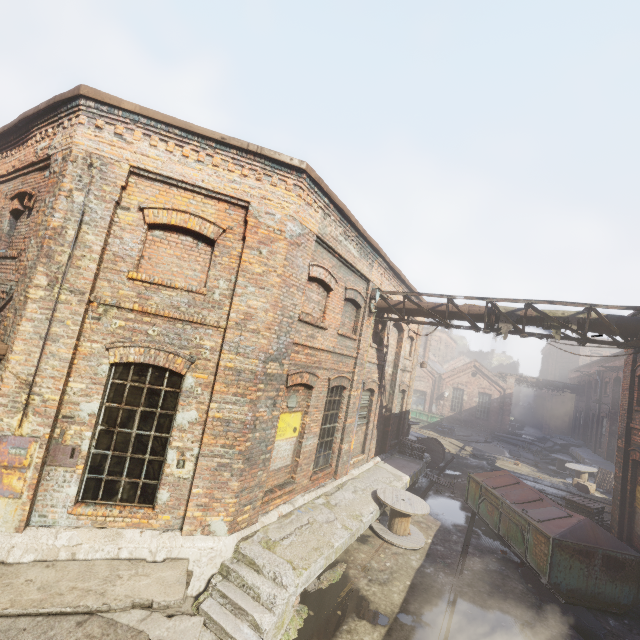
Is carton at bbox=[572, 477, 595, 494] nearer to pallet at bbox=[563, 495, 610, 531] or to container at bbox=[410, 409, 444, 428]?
pallet at bbox=[563, 495, 610, 531]

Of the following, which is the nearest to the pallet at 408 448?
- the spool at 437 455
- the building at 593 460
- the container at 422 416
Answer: Answer: the spool at 437 455

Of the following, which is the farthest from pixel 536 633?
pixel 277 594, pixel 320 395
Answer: pixel 320 395

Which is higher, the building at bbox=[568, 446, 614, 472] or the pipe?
the pipe

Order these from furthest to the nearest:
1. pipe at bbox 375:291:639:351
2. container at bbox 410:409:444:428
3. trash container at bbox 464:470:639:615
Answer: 1. container at bbox 410:409:444:428
2. pipe at bbox 375:291:639:351
3. trash container at bbox 464:470:639:615

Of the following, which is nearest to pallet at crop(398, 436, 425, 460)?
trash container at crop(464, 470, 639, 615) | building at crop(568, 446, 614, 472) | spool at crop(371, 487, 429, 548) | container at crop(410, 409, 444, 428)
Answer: trash container at crop(464, 470, 639, 615)

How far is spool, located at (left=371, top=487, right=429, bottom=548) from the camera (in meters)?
8.84

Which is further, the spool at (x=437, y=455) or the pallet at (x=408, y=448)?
the spool at (x=437, y=455)
